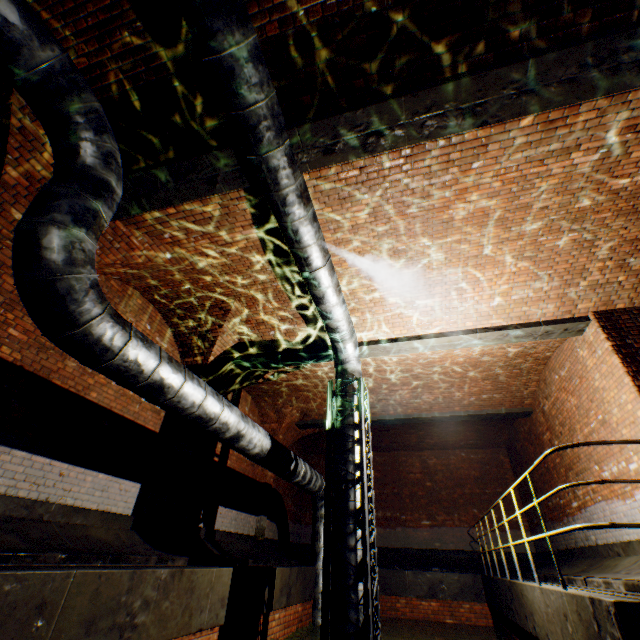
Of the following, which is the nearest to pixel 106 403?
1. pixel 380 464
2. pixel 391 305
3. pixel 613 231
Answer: pixel 391 305

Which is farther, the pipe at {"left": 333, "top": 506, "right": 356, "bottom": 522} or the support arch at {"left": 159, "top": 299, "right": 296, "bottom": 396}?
the support arch at {"left": 159, "top": 299, "right": 296, "bottom": 396}

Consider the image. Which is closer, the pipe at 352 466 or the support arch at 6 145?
the support arch at 6 145

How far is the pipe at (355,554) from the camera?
5.1m

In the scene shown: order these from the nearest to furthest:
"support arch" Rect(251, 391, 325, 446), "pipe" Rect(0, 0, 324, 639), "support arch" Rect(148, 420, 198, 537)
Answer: "pipe" Rect(0, 0, 324, 639)
"support arch" Rect(148, 420, 198, 537)
"support arch" Rect(251, 391, 325, 446)

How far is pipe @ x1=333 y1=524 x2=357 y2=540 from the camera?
5.4m
